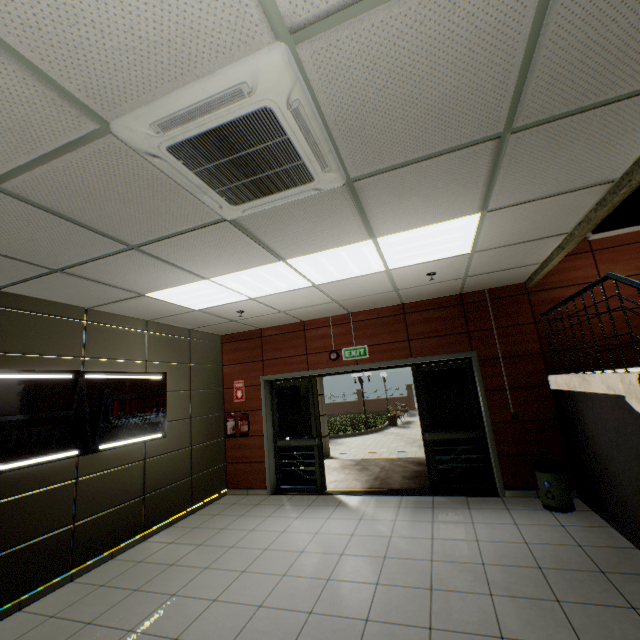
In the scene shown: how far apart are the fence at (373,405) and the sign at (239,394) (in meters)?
24.00

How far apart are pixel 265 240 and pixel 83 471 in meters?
3.8 m

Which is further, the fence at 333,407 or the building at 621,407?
the fence at 333,407

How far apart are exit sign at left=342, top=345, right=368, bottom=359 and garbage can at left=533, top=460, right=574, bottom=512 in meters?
2.9

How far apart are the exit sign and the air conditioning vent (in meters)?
4.05

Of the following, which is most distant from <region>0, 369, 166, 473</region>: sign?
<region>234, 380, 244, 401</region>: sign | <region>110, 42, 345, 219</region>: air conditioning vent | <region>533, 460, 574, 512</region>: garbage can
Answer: <region>533, 460, 574, 512</region>: garbage can

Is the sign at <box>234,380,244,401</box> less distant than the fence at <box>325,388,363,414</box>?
Yes

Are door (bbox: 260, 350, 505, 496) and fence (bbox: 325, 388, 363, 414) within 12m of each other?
no
